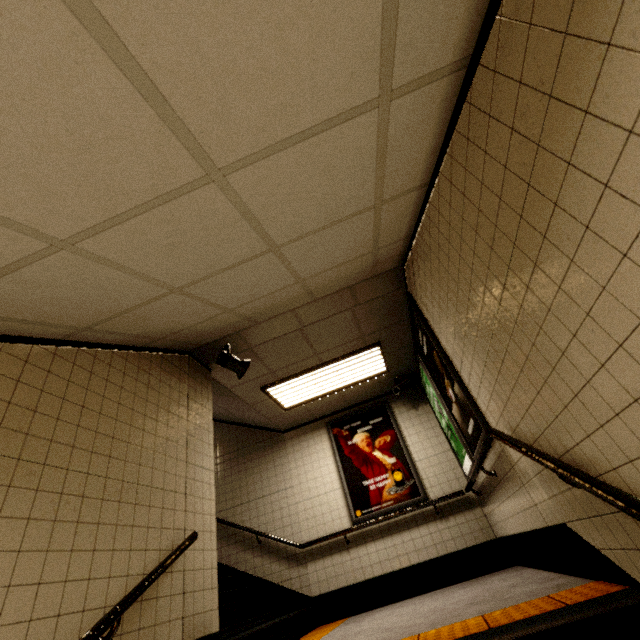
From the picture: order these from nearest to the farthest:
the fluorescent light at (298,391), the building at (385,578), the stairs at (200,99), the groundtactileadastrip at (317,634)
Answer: the stairs at (200,99), the building at (385,578), the groundtactileadastrip at (317,634), the fluorescent light at (298,391)

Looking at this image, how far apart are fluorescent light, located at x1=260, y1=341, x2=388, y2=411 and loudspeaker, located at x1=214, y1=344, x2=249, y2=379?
0.9 meters

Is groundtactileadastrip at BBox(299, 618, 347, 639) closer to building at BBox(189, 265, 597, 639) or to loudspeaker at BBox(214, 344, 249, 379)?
building at BBox(189, 265, 597, 639)

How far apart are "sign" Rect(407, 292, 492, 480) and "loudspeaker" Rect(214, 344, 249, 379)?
2.16m

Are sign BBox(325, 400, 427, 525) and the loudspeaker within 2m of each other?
no

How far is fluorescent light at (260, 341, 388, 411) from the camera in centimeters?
494cm

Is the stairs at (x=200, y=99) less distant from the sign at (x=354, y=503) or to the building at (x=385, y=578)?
the building at (x=385, y=578)

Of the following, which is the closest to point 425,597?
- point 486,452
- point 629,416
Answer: point 486,452
